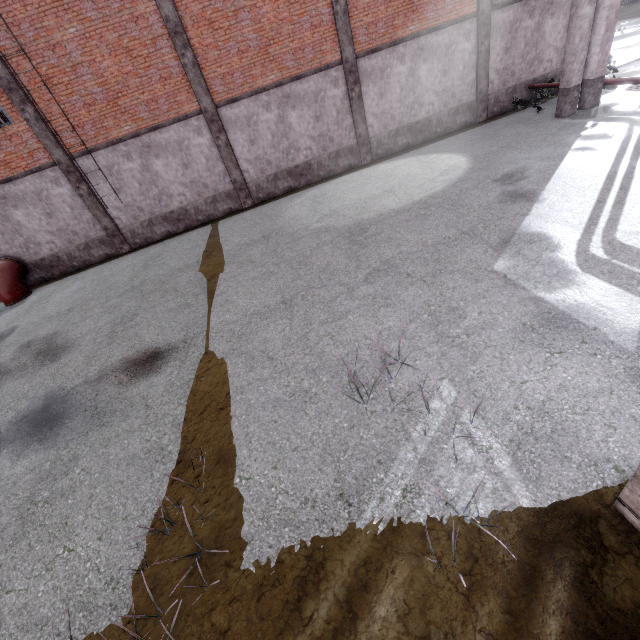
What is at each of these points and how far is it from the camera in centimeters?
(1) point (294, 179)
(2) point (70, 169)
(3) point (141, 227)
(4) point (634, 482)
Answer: (1) foundation, 1489cm
(2) column, 1263cm
(3) foundation, 1441cm
(4) trim, 278cm

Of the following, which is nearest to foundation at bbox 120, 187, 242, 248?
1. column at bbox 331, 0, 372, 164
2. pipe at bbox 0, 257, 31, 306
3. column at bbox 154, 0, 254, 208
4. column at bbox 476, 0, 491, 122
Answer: column at bbox 154, 0, 254, 208

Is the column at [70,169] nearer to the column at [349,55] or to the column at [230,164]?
the column at [230,164]

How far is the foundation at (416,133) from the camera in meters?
14.9

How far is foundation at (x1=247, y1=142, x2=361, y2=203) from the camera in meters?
14.6 m

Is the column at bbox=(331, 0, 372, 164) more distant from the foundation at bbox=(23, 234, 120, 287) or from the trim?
the trim

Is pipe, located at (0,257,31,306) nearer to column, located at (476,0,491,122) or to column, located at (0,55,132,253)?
column, located at (0,55,132,253)

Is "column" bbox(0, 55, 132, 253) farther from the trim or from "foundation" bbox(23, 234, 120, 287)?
the trim
